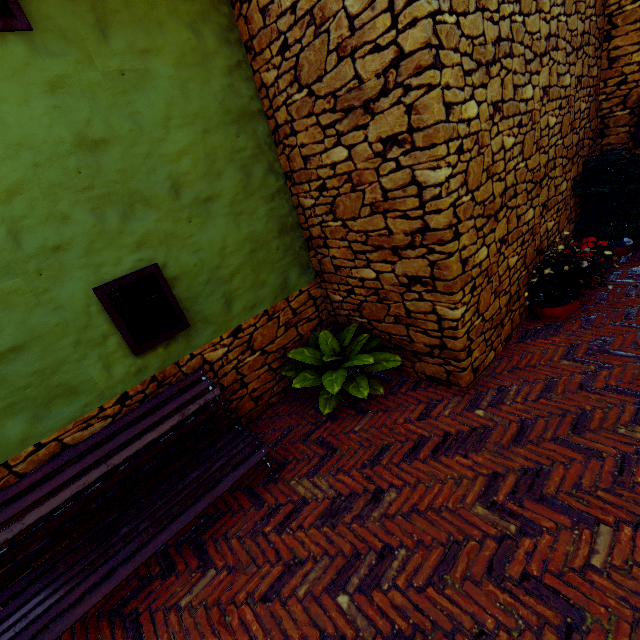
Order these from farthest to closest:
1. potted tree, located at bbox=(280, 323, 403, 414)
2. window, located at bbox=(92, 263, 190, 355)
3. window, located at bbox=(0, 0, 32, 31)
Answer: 1. potted tree, located at bbox=(280, 323, 403, 414)
2. window, located at bbox=(92, 263, 190, 355)
3. window, located at bbox=(0, 0, 32, 31)

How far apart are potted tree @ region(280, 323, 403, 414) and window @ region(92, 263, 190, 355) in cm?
123

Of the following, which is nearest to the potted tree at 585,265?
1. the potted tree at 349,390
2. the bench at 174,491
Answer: the potted tree at 349,390

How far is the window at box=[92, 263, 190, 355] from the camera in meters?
2.9 m

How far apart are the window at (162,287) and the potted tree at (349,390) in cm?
123

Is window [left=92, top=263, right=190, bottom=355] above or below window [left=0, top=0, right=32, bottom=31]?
below

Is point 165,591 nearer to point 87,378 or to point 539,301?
point 87,378

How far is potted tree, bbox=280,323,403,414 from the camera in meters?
3.4
